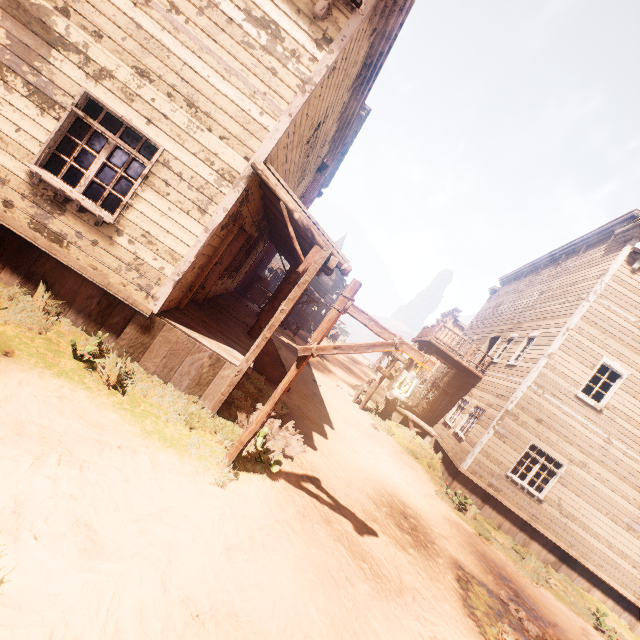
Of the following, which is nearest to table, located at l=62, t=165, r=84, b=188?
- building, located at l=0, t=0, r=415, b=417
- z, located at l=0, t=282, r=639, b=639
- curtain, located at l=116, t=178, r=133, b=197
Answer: Answer: building, located at l=0, t=0, r=415, b=417

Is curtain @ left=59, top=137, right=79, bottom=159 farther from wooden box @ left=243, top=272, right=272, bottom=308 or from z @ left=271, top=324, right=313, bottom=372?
z @ left=271, top=324, right=313, bottom=372

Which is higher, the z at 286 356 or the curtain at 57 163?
the curtain at 57 163

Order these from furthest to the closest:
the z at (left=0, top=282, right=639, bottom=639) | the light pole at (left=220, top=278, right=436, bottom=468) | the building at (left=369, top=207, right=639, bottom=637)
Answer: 1. the building at (left=369, top=207, right=639, bottom=637)
2. the light pole at (left=220, top=278, right=436, bottom=468)
3. the z at (left=0, top=282, right=639, bottom=639)

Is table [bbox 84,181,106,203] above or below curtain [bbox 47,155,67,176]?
below

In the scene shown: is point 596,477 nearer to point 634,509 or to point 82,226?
point 634,509

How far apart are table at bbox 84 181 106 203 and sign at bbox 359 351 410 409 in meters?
12.1 m

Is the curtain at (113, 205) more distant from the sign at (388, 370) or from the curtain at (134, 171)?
the sign at (388, 370)
